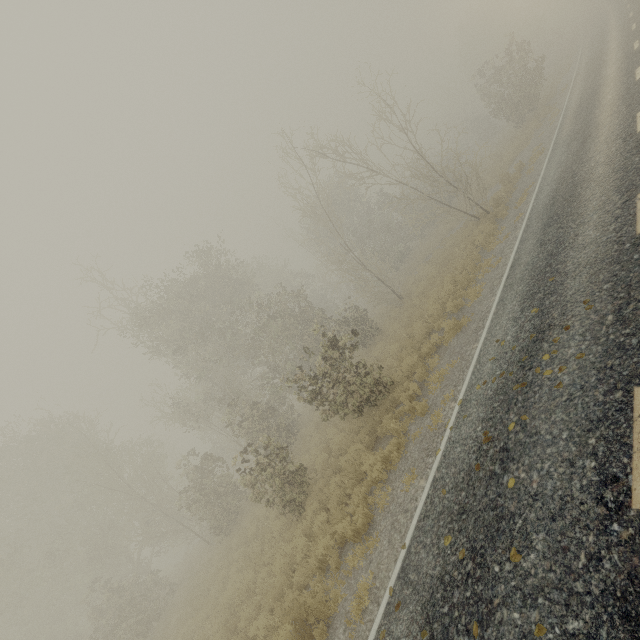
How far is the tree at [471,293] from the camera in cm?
1093

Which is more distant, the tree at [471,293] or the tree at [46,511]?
the tree at [46,511]

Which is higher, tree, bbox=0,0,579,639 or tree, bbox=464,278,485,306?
tree, bbox=0,0,579,639

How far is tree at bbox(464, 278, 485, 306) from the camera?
10.9m

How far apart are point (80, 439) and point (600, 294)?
31.11m

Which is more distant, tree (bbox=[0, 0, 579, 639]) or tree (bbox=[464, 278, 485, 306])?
tree (bbox=[0, 0, 579, 639])
